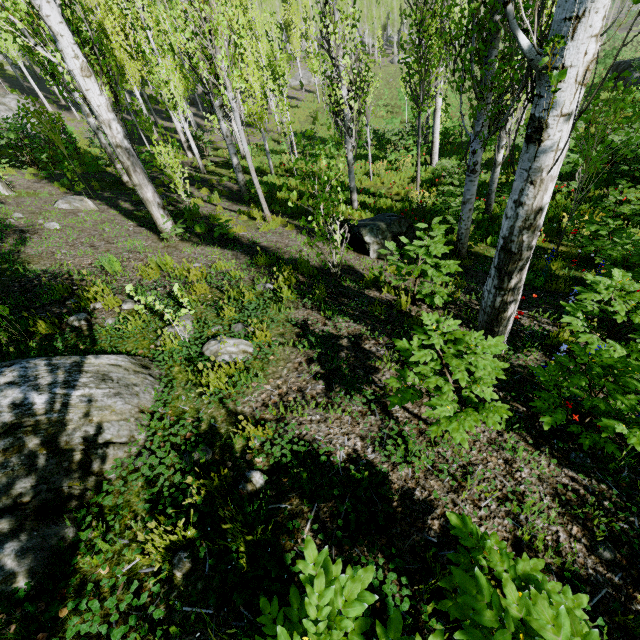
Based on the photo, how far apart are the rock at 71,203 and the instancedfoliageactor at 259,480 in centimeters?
1024cm

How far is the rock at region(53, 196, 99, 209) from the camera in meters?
9.4 m

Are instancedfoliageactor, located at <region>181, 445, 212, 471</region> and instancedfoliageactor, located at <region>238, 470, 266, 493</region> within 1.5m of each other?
yes

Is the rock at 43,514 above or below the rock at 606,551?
above

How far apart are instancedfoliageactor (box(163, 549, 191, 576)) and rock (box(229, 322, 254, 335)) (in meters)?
2.39

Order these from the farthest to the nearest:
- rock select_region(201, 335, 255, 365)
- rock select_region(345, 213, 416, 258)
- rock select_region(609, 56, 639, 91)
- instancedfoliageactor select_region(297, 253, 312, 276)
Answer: rock select_region(609, 56, 639, 91) → rock select_region(345, 213, 416, 258) → instancedfoliageactor select_region(297, 253, 312, 276) → rock select_region(201, 335, 255, 365)

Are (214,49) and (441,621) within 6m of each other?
no

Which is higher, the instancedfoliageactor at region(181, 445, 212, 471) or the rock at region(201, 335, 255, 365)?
the instancedfoliageactor at region(181, 445, 212, 471)
